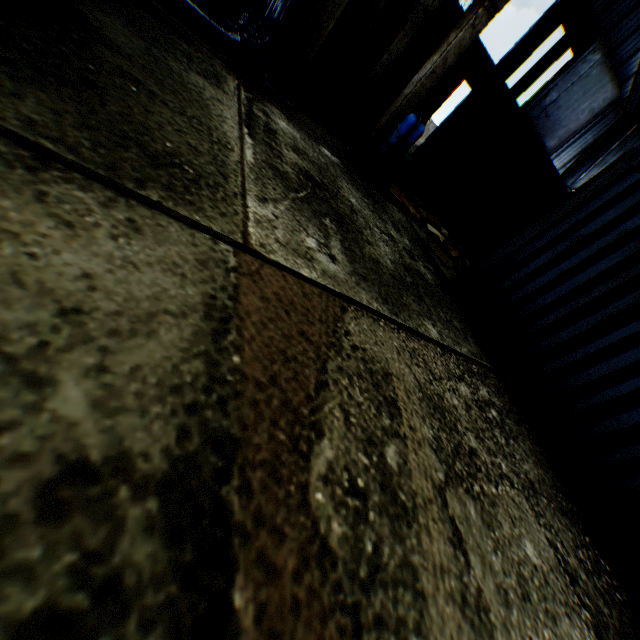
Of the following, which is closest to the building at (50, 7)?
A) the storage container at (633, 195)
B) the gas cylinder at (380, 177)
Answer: the gas cylinder at (380, 177)

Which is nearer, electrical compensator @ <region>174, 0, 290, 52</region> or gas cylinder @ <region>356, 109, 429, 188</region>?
electrical compensator @ <region>174, 0, 290, 52</region>

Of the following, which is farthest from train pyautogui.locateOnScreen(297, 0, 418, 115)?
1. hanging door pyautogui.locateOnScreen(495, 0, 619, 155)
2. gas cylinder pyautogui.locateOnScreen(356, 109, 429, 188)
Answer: hanging door pyautogui.locateOnScreen(495, 0, 619, 155)

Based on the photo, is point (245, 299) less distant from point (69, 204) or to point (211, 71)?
point (69, 204)

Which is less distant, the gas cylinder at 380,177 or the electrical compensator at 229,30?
the electrical compensator at 229,30

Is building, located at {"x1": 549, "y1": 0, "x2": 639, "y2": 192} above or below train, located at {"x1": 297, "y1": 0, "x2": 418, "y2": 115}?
above

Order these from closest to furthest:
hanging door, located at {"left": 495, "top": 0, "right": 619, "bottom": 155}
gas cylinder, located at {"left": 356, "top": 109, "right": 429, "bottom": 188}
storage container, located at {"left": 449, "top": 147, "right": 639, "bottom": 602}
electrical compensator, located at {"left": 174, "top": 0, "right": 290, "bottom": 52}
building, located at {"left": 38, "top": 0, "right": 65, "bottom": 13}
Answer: building, located at {"left": 38, "top": 0, "right": 65, "bottom": 13}
storage container, located at {"left": 449, "top": 147, "right": 639, "bottom": 602}
electrical compensator, located at {"left": 174, "top": 0, "right": 290, "bottom": 52}
gas cylinder, located at {"left": 356, "top": 109, "right": 429, "bottom": 188}
hanging door, located at {"left": 495, "top": 0, "right": 619, "bottom": 155}

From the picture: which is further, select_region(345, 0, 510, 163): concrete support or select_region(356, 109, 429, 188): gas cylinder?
select_region(356, 109, 429, 188): gas cylinder
